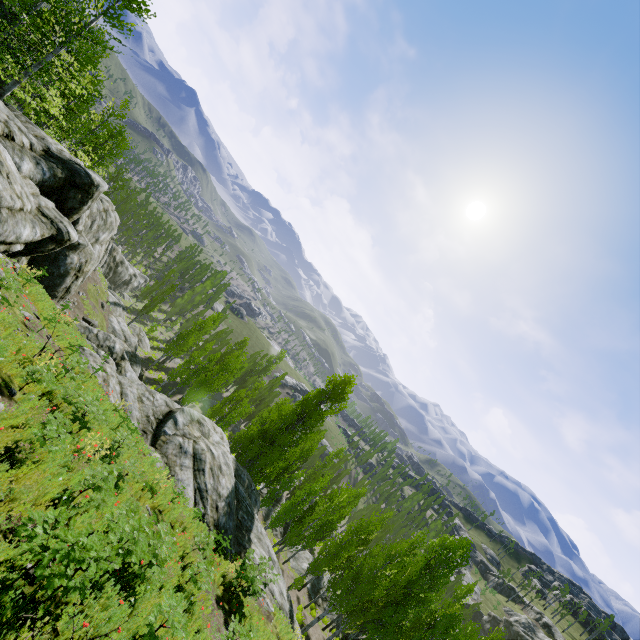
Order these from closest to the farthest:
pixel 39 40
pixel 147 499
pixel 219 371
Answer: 1. pixel 147 499
2. pixel 39 40
3. pixel 219 371

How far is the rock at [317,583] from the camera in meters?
31.3 m

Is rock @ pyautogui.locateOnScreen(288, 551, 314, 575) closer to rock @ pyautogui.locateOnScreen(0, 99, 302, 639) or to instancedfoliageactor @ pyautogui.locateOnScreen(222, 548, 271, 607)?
instancedfoliageactor @ pyautogui.locateOnScreen(222, 548, 271, 607)

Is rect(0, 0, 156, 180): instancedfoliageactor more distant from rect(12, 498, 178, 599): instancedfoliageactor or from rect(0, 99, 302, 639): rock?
rect(12, 498, 178, 599): instancedfoliageactor

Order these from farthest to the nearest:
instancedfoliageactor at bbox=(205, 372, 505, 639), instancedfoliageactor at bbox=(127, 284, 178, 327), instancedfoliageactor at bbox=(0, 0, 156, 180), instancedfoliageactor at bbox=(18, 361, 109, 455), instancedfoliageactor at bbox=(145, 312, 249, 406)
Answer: instancedfoliageactor at bbox=(127, 284, 178, 327)
instancedfoliageactor at bbox=(145, 312, 249, 406)
instancedfoliageactor at bbox=(205, 372, 505, 639)
instancedfoliageactor at bbox=(0, 0, 156, 180)
instancedfoliageactor at bbox=(18, 361, 109, 455)

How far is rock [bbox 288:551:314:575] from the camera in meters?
32.2 m

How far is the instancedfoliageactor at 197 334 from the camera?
34.5 meters

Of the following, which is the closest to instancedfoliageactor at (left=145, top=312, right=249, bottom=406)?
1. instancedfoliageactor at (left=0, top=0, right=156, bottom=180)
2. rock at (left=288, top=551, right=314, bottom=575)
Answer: rock at (left=288, top=551, right=314, bottom=575)
